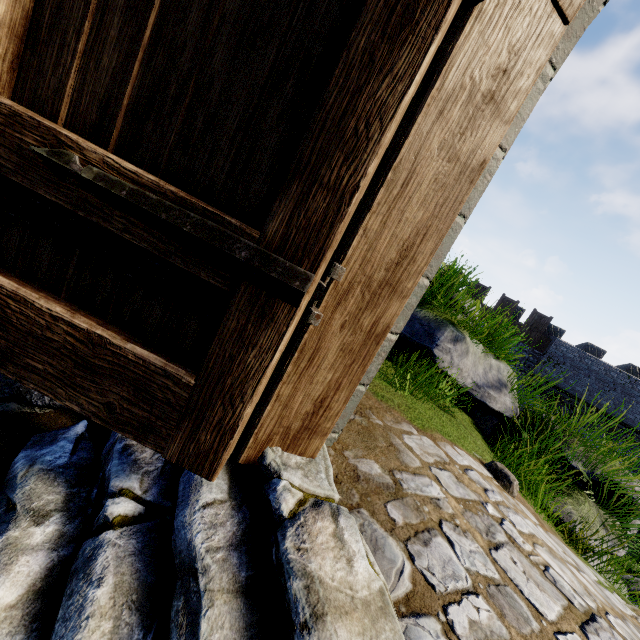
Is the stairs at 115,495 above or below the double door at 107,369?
below

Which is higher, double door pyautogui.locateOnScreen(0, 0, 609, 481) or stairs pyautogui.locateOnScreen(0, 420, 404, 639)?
double door pyautogui.locateOnScreen(0, 0, 609, 481)

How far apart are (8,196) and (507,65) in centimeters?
188cm
